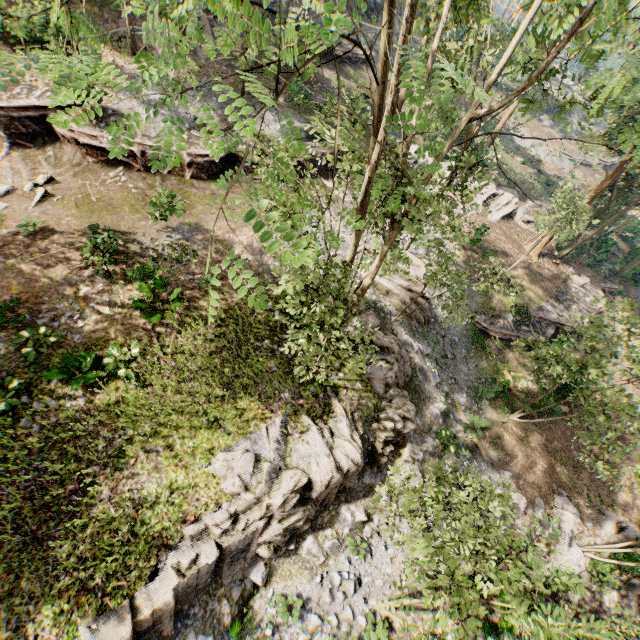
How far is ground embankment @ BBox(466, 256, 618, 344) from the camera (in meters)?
22.03

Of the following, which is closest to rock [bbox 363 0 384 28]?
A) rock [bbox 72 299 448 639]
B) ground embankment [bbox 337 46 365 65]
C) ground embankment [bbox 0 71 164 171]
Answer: ground embankment [bbox 337 46 365 65]

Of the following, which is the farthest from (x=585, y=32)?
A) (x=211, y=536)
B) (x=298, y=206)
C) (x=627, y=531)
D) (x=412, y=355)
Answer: (x=627, y=531)

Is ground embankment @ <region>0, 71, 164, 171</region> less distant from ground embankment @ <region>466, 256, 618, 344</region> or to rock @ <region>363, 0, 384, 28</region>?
ground embankment @ <region>466, 256, 618, 344</region>

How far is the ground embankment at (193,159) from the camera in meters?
17.8

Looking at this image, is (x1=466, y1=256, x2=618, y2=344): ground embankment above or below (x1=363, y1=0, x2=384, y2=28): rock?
below

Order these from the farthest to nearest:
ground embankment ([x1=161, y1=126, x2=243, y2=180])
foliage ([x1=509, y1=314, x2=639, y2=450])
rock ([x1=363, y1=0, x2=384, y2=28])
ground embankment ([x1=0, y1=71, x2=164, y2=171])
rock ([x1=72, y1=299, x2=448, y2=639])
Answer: rock ([x1=363, y1=0, x2=384, y2=28])
ground embankment ([x1=161, y1=126, x2=243, y2=180])
ground embankment ([x1=0, y1=71, x2=164, y2=171])
foliage ([x1=509, y1=314, x2=639, y2=450])
rock ([x1=72, y1=299, x2=448, y2=639])

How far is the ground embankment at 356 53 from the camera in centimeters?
3001cm
